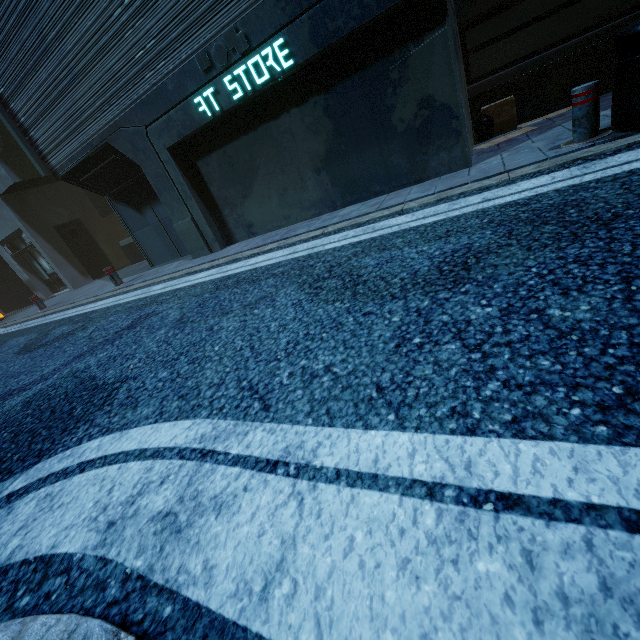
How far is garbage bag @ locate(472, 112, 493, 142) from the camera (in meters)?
6.08

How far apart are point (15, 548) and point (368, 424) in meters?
1.8

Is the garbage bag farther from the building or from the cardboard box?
the building

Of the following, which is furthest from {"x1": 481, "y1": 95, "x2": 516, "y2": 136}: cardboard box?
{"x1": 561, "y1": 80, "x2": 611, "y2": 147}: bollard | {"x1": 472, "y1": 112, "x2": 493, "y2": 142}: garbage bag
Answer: {"x1": 561, "y1": 80, "x2": 611, "y2": 147}: bollard

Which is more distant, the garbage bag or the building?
the garbage bag

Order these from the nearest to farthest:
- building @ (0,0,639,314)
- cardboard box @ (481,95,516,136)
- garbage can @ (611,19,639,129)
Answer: garbage can @ (611,19,639,129), building @ (0,0,639,314), cardboard box @ (481,95,516,136)

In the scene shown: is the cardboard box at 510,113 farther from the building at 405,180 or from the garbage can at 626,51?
the garbage can at 626,51

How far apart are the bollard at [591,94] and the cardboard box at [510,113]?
2.83m
